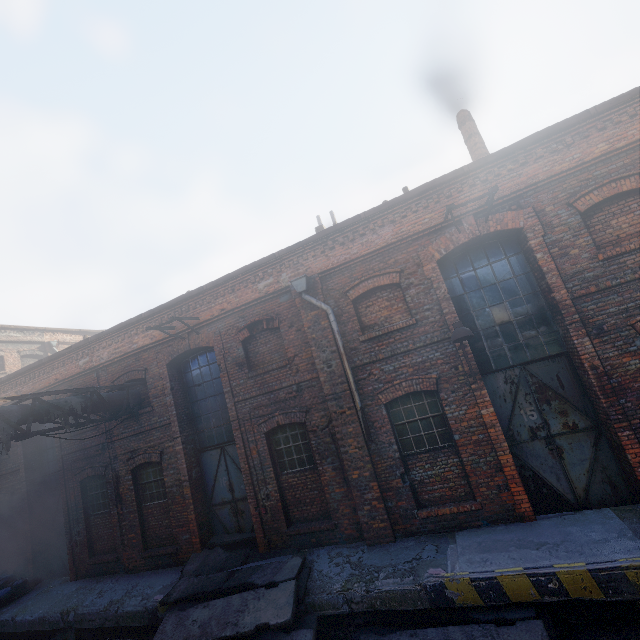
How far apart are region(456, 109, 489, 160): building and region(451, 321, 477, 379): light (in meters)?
5.91

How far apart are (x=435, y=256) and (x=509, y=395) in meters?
3.6

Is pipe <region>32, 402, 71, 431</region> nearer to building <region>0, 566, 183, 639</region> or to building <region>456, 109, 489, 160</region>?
building <region>0, 566, 183, 639</region>

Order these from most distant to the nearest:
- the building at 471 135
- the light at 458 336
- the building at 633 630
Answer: the building at 471 135 < the light at 458 336 < the building at 633 630

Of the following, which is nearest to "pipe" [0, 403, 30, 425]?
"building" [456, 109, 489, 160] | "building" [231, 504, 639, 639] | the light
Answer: "building" [231, 504, 639, 639]

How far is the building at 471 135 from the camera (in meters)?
10.19
